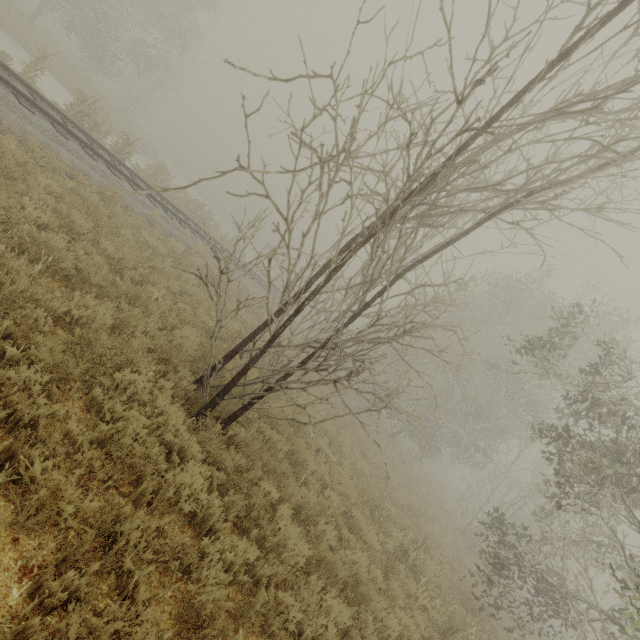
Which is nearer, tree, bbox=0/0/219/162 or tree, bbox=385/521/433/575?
tree, bbox=385/521/433/575

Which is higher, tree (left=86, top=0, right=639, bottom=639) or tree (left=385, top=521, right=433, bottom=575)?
tree (left=86, top=0, right=639, bottom=639)

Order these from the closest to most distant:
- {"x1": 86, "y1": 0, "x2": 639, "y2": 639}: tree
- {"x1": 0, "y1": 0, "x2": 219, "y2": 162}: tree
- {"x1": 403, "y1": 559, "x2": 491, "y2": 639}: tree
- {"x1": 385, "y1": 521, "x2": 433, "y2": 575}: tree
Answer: {"x1": 86, "y1": 0, "x2": 639, "y2": 639}: tree → {"x1": 403, "y1": 559, "x2": 491, "y2": 639}: tree → {"x1": 385, "y1": 521, "x2": 433, "y2": 575}: tree → {"x1": 0, "y1": 0, "x2": 219, "y2": 162}: tree

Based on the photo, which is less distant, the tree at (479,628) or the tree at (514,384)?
the tree at (514,384)

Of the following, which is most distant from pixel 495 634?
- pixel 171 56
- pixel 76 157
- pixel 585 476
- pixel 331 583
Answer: pixel 171 56

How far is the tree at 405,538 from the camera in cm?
886

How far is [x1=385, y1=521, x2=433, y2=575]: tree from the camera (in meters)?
8.86
